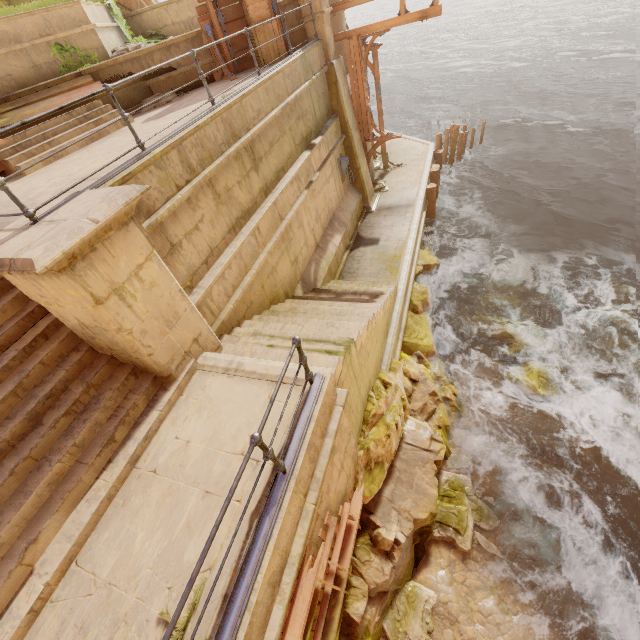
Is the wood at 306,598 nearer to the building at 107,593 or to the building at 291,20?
the building at 107,593

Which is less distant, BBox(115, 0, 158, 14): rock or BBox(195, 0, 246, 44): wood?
BBox(195, 0, 246, 44): wood

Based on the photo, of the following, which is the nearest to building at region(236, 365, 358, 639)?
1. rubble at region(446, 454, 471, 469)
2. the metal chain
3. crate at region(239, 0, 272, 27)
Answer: crate at region(239, 0, 272, 27)

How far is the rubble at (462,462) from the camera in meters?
7.6

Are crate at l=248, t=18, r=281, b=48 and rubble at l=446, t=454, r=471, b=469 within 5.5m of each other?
no

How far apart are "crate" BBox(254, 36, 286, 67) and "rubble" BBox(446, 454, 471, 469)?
12.1m

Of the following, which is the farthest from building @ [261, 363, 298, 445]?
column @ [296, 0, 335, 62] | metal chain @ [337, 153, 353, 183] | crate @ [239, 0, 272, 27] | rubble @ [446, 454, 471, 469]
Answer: metal chain @ [337, 153, 353, 183]

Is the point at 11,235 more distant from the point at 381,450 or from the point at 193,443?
the point at 381,450
